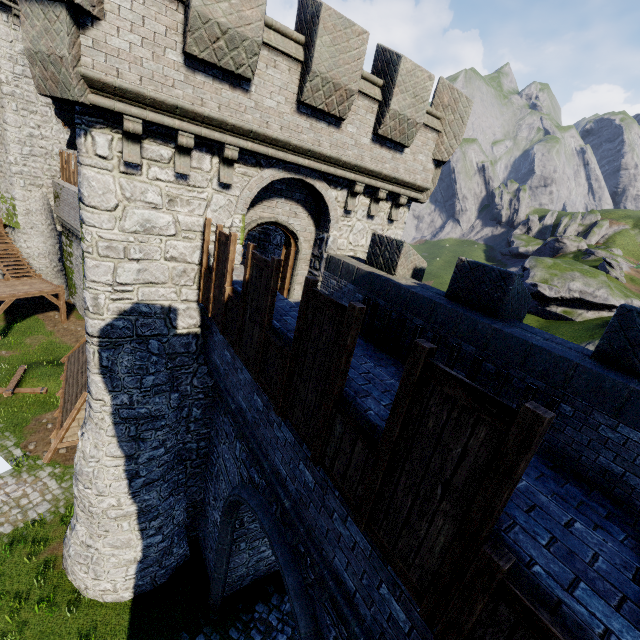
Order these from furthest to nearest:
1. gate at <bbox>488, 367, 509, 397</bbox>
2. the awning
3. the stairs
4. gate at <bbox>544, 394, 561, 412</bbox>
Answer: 1. the stairs
2. the awning
3. gate at <bbox>488, 367, 509, 397</bbox>
4. gate at <bbox>544, 394, 561, 412</bbox>

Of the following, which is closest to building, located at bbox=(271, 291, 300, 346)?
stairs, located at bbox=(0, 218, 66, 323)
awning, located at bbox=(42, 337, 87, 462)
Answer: awning, located at bbox=(42, 337, 87, 462)

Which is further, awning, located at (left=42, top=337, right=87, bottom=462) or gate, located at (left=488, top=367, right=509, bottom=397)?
awning, located at (left=42, top=337, right=87, bottom=462)

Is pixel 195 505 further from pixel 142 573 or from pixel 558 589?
pixel 558 589

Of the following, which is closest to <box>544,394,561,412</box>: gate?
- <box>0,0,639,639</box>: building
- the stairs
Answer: <box>0,0,639,639</box>: building

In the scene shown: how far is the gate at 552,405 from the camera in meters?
5.1

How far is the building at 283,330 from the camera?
5.34m

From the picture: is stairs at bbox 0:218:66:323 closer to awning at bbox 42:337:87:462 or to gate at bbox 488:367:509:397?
awning at bbox 42:337:87:462
